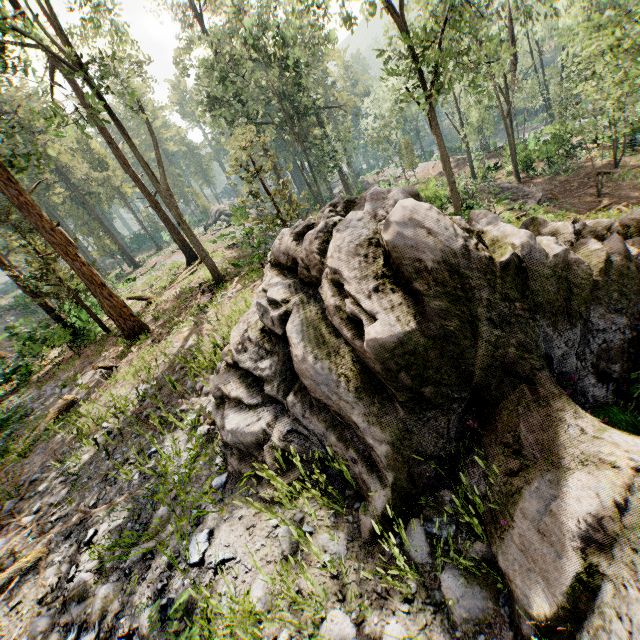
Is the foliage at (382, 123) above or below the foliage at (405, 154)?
above

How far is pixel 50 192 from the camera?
48.4 meters

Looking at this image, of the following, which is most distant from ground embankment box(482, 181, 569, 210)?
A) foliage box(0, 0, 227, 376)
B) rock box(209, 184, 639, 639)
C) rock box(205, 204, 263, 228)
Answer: rock box(205, 204, 263, 228)

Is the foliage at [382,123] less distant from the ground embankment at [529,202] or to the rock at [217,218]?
the rock at [217,218]

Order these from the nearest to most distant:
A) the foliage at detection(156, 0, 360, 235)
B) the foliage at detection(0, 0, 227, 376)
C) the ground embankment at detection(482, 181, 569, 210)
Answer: the foliage at detection(0, 0, 227, 376), the foliage at detection(156, 0, 360, 235), the ground embankment at detection(482, 181, 569, 210)

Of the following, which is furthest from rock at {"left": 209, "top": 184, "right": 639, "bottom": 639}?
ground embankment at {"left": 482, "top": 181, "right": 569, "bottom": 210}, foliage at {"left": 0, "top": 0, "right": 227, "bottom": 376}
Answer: ground embankment at {"left": 482, "top": 181, "right": 569, "bottom": 210}

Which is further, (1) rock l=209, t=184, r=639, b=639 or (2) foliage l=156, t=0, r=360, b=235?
(2) foliage l=156, t=0, r=360, b=235

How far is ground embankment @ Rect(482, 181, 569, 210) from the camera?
19.3 meters
